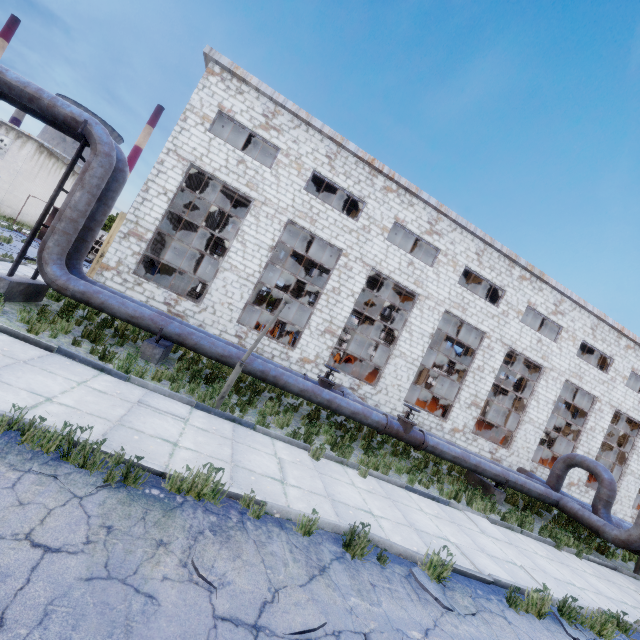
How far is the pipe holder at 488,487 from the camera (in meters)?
12.22

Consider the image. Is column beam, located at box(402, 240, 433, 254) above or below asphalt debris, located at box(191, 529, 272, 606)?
above

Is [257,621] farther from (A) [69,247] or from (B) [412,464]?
(A) [69,247]

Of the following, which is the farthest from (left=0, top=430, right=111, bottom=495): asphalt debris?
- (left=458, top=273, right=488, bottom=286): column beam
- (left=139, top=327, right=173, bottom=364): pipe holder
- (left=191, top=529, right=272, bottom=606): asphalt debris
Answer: (left=458, top=273, right=488, bottom=286): column beam

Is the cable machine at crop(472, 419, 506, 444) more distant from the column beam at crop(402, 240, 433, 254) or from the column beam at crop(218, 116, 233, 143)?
the column beam at crop(218, 116, 233, 143)

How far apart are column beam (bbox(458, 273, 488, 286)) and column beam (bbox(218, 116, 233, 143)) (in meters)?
17.31

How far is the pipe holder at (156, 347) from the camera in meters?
9.0

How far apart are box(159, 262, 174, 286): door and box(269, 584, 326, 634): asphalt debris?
21.5 meters
